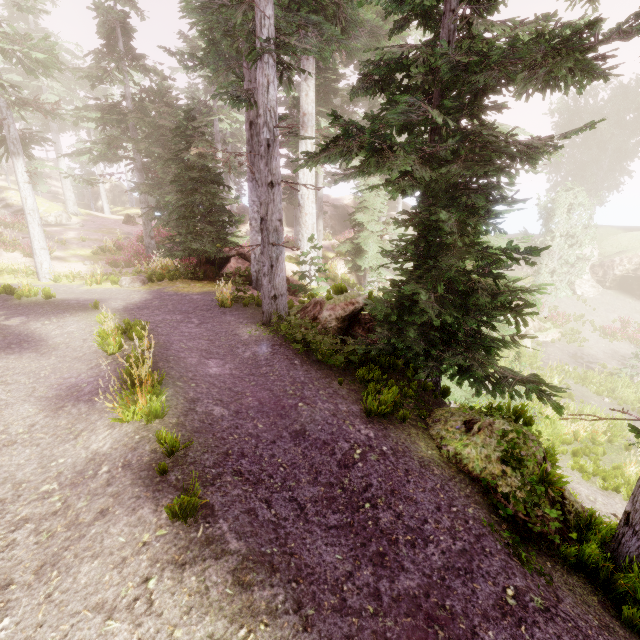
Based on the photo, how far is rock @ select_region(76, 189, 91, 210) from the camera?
46.2 meters

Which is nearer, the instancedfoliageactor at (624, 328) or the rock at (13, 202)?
the instancedfoliageactor at (624, 328)

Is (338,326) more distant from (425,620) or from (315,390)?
(425,620)

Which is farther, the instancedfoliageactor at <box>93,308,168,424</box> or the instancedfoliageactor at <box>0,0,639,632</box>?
the instancedfoliageactor at <box>0,0,639,632</box>

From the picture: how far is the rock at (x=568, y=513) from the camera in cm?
396

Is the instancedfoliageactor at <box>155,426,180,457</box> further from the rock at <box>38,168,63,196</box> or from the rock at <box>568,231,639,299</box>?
the rock at <box>38,168,63,196</box>

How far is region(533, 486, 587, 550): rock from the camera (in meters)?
3.96

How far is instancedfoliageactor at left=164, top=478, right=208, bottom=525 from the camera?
3.0 meters
